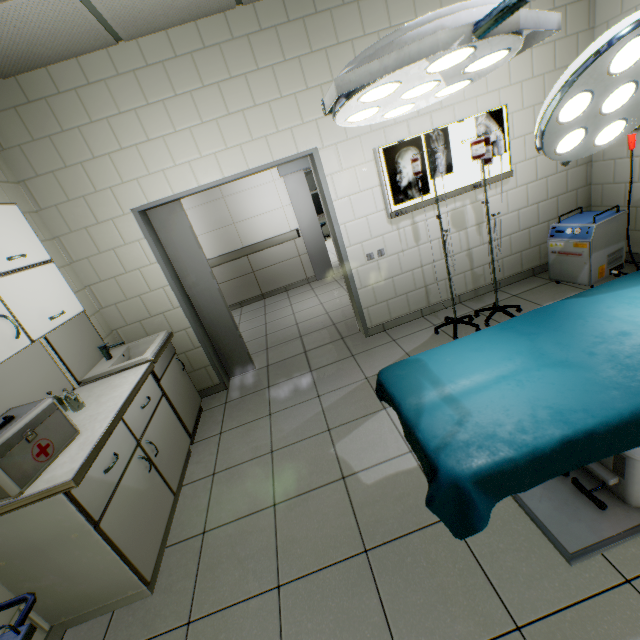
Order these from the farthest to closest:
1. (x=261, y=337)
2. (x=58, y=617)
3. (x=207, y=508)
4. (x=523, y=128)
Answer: (x=261, y=337), (x=523, y=128), (x=207, y=508), (x=58, y=617)

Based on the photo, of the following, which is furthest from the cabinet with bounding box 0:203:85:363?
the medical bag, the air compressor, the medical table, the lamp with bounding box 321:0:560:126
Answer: the air compressor

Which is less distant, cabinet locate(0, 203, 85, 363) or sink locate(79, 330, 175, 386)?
cabinet locate(0, 203, 85, 363)

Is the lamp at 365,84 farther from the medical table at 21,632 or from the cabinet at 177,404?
the cabinet at 177,404

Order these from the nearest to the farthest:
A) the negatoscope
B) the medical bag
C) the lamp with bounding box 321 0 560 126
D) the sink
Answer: the lamp with bounding box 321 0 560 126 < the medical bag < the sink < the negatoscope

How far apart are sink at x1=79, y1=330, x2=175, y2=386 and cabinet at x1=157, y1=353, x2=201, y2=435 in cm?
2

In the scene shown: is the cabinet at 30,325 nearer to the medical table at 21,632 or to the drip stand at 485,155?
the medical table at 21,632

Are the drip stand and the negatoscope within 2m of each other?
yes
